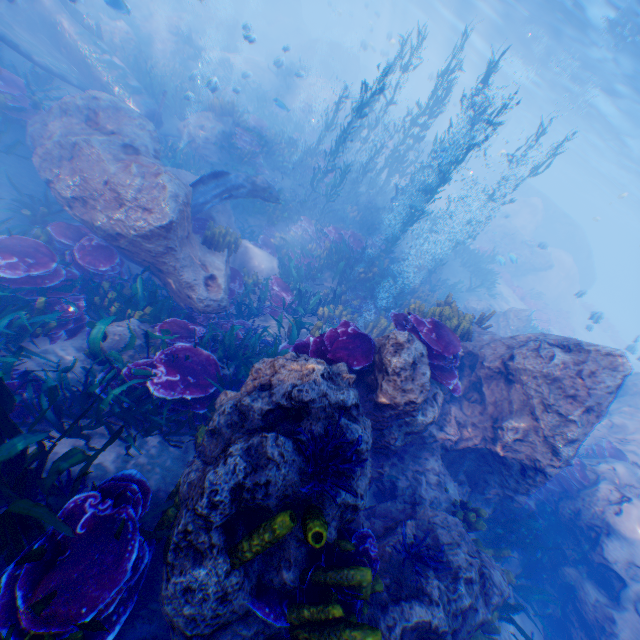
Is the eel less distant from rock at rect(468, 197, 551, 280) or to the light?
rock at rect(468, 197, 551, 280)

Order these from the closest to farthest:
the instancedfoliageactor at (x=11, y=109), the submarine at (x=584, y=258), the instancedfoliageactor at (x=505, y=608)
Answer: the instancedfoliageactor at (x=505, y=608) < the instancedfoliageactor at (x=11, y=109) < the submarine at (x=584, y=258)

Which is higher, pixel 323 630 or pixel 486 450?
pixel 323 630

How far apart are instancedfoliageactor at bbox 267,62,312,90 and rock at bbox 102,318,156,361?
23.62m

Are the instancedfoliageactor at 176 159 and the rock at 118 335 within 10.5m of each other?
yes

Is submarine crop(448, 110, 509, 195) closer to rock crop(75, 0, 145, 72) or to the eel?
rock crop(75, 0, 145, 72)

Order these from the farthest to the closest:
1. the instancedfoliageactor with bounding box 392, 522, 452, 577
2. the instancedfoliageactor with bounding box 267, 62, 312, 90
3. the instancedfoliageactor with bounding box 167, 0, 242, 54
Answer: the instancedfoliageactor with bounding box 167, 0, 242, 54 < the instancedfoliageactor with bounding box 267, 62, 312, 90 < the instancedfoliageactor with bounding box 392, 522, 452, 577

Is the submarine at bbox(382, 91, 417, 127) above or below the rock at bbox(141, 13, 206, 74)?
above
